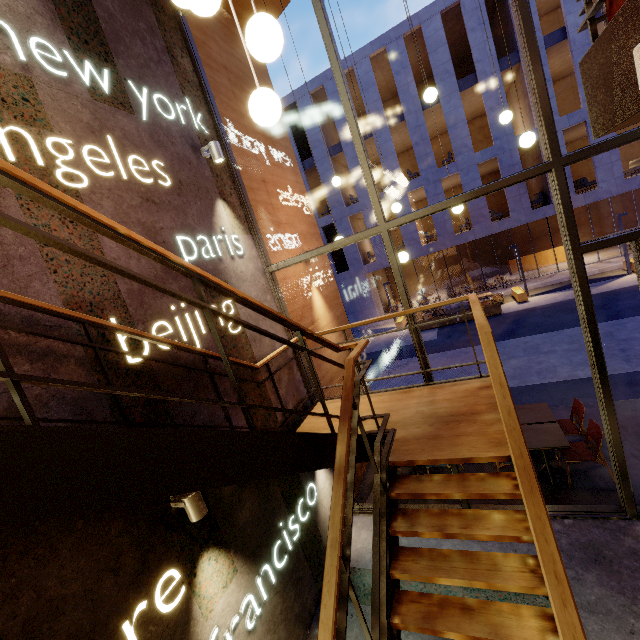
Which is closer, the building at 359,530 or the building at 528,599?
the building at 528,599

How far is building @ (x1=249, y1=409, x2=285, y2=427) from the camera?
4.2 meters

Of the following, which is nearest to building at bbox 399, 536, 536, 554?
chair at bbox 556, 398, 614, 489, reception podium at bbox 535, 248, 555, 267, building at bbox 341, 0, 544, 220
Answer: chair at bbox 556, 398, 614, 489

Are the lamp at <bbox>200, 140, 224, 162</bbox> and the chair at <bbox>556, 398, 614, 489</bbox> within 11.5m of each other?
yes

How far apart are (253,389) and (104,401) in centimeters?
189cm

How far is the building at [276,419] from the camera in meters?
4.2

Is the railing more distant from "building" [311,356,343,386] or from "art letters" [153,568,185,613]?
"art letters" [153,568,185,613]
